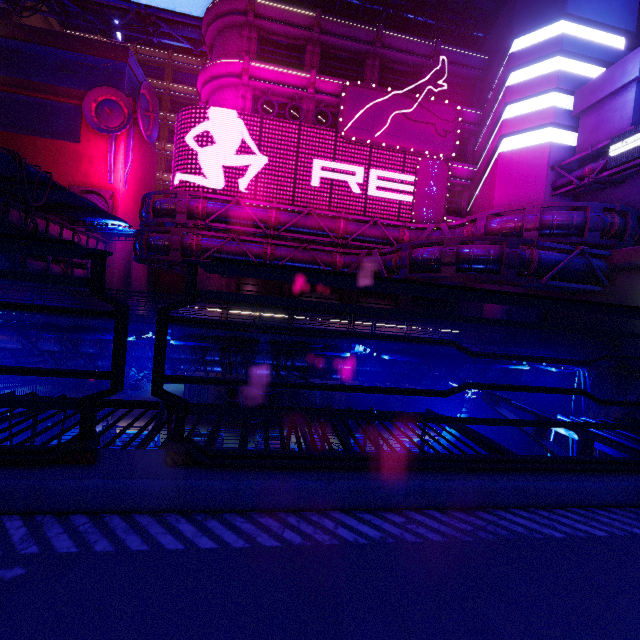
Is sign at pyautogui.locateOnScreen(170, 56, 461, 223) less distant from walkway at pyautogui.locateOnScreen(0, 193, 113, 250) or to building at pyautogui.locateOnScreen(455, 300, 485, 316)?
building at pyautogui.locateOnScreen(455, 300, 485, 316)

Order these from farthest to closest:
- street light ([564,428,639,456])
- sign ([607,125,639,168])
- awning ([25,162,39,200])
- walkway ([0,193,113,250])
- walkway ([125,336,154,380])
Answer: walkway ([0,193,113,250]) → sign ([607,125,639,168]) → awning ([25,162,39,200]) → walkway ([125,336,154,380]) → street light ([564,428,639,456])

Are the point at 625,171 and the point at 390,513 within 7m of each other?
no

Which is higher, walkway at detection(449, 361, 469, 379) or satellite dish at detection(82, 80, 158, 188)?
satellite dish at detection(82, 80, 158, 188)

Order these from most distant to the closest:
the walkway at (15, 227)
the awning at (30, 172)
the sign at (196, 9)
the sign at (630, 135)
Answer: the sign at (196, 9)
the walkway at (15, 227)
the sign at (630, 135)
the awning at (30, 172)

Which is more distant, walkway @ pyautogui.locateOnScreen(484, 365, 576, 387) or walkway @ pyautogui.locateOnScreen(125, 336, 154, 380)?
walkway @ pyautogui.locateOnScreen(484, 365, 576, 387)

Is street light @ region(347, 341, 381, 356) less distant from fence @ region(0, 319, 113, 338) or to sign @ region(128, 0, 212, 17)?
fence @ region(0, 319, 113, 338)

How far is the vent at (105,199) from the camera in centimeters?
2973cm
